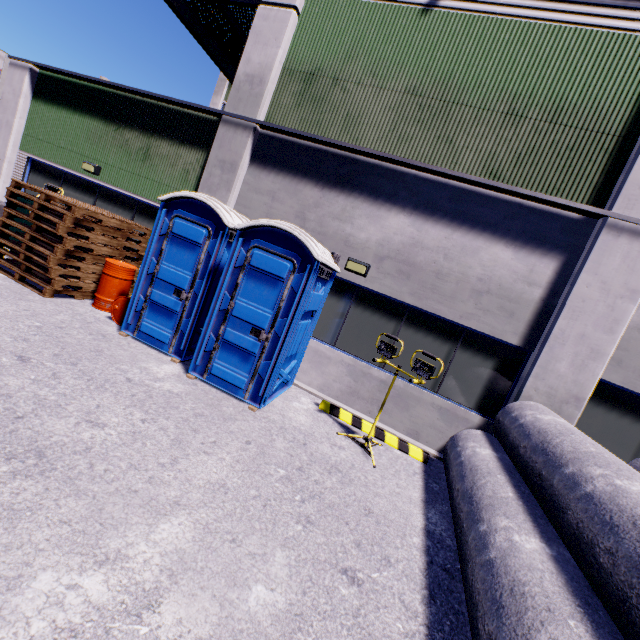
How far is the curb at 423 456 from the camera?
5.76m

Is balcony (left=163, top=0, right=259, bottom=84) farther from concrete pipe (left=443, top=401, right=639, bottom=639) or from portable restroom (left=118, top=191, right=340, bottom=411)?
concrete pipe (left=443, top=401, right=639, bottom=639)

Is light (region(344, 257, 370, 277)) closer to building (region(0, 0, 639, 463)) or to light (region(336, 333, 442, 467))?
building (region(0, 0, 639, 463))

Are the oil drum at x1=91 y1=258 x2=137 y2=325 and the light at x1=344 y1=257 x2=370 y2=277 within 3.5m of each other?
no

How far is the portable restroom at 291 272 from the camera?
5.07m

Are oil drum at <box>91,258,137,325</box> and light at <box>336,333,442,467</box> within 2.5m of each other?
no

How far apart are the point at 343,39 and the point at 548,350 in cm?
750

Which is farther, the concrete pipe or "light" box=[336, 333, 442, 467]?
"light" box=[336, 333, 442, 467]
